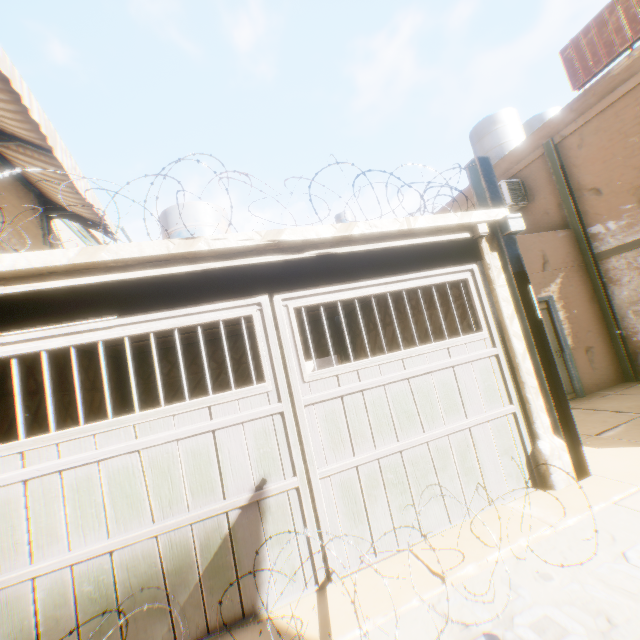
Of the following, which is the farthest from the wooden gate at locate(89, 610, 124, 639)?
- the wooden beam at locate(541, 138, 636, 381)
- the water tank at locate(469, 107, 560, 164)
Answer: the water tank at locate(469, 107, 560, 164)

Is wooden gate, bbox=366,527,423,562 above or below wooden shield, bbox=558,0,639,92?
below

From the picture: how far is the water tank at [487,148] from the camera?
11.01m

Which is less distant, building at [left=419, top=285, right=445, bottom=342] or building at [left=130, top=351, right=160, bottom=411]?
building at [left=419, top=285, right=445, bottom=342]

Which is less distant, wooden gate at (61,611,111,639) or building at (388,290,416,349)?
wooden gate at (61,611,111,639)

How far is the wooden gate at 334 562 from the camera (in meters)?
3.25

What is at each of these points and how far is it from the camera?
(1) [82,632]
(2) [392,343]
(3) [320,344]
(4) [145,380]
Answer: (1) wooden gate, 2.7 meters
(2) building, 7.2 meters
(3) building, 9.5 meters
(4) building, 8.1 meters
